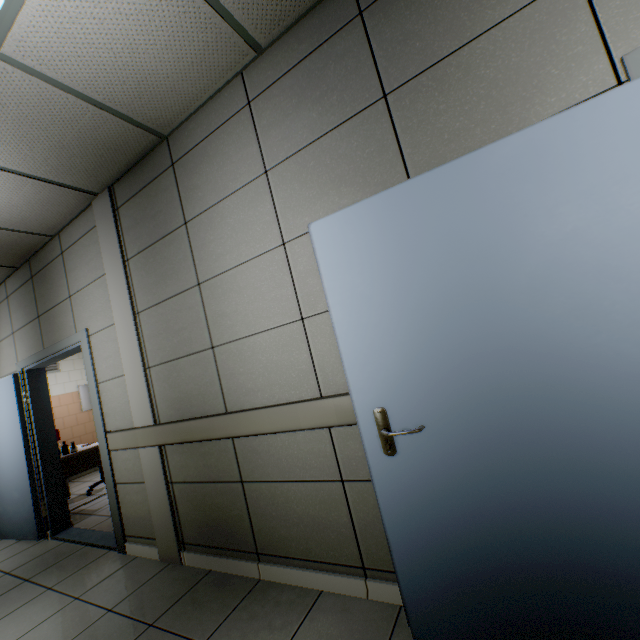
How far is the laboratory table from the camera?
4.4m

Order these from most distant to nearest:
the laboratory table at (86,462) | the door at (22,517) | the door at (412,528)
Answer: the laboratory table at (86,462) → the door at (22,517) → the door at (412,528)

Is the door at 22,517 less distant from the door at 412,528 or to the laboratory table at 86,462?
the laboratory table at 86,462

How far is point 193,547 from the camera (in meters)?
2.56

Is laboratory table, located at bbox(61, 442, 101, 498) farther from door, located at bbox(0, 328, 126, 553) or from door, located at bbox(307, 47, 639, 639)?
door, located at bbox(307, 47, 639, 639)

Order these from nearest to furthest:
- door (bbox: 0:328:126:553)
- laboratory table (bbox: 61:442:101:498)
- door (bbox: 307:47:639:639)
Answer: door (bbox: 307:47:639:639)
door (bbox: 0:328:126:553)
laboratory table (bbox: 61:442:101:498)
